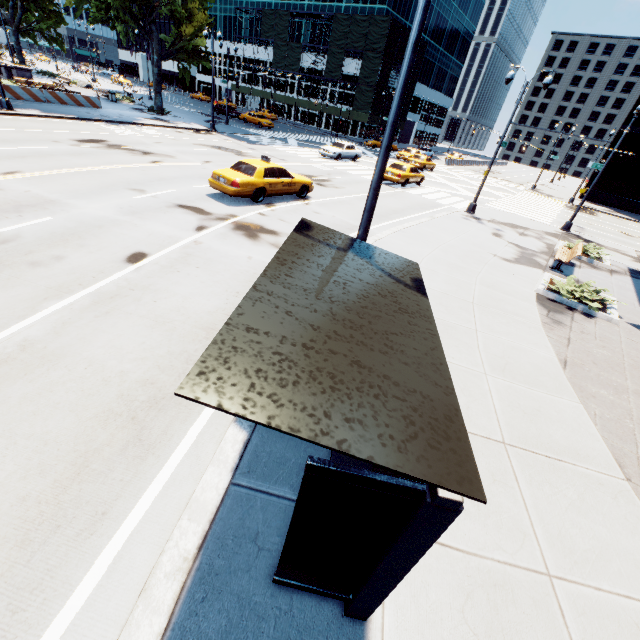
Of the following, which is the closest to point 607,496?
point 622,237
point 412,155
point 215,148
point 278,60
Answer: point 215,148

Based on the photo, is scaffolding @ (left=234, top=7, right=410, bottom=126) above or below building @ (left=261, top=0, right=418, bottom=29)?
below

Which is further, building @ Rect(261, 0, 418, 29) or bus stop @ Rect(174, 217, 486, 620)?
building @ Rect(261, 0, 418, 29)

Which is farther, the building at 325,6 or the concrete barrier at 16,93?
the building at 325,6

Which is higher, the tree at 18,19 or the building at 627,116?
the building at 627,116

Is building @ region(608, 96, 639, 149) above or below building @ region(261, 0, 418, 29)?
below

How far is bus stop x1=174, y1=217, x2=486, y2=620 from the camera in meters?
1.8

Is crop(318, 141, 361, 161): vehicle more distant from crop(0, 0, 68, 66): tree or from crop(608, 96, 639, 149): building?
crop(608, 96, 639, 149): building
